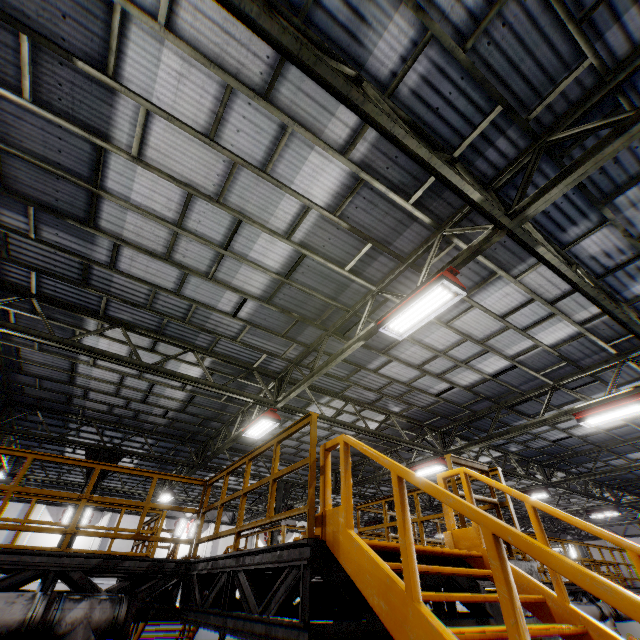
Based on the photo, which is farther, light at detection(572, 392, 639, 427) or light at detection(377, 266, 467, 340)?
light at detection(572, 392, 639, 427)

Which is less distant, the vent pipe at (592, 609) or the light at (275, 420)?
the light at (275, 420)

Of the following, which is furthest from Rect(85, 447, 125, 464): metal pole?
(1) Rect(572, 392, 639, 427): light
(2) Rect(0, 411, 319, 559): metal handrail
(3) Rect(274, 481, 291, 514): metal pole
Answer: (1) Rect(572, 392, 639, 427): light

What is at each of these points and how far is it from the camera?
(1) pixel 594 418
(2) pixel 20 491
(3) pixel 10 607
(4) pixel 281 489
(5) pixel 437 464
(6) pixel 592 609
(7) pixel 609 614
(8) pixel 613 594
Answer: (1) light, 9.0 meters
(2) metal handrail, 5.1 meters
(3) vent pipe, 4.1 meters
(4) metal pole, 15.9 meters
(5) light, 12.6 meters
(6) vent pipe, 10.3 meters
(7) vent pipe, 10.6 meters
(8) metal stair, 1.5 meters

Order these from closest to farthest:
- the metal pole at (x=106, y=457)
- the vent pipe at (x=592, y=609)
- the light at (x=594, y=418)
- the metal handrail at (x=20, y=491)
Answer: the metal handrail at (x=20, y=491), the light at (x=594, y=418), the vent pipe at (x=592, y=609), the metal pole at (x=106, y=457)

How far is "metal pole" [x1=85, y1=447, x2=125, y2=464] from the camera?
12.6 meters

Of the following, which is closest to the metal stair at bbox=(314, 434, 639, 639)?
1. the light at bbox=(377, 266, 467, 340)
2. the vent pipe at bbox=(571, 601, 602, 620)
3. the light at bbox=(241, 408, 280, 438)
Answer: the light at bbox=(377, 266, 467, 340)

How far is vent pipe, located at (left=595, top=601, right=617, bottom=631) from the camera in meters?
10.5 m
